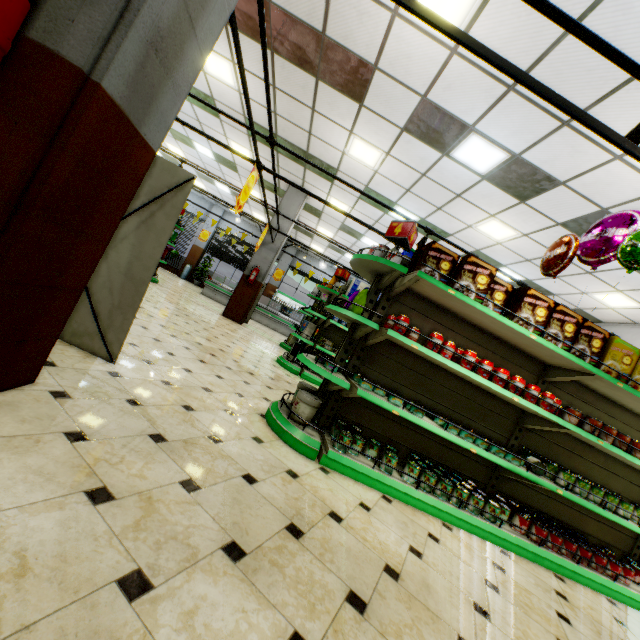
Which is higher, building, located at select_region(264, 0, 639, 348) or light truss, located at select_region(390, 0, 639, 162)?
building, located at select_region(264, 0, 639, 348)

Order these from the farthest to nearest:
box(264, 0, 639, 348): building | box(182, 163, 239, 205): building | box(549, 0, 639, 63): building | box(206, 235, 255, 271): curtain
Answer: box(206, 235, 255, 271): curtain → box(182, 163, 239, 205): building → box(264, 0, 639, 348): building → box(549, 0, 639, 63): building

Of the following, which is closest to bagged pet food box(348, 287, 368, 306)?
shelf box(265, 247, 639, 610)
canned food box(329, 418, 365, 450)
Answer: shelf box(265, 247, 639, 610)

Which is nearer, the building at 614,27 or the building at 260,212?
the building at 614,27

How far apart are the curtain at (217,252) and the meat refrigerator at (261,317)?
3.9 meters

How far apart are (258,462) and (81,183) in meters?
2.0

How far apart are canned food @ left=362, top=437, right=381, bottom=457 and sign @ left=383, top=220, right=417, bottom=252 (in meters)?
2.05

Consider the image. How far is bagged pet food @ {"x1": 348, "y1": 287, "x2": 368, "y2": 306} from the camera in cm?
321
